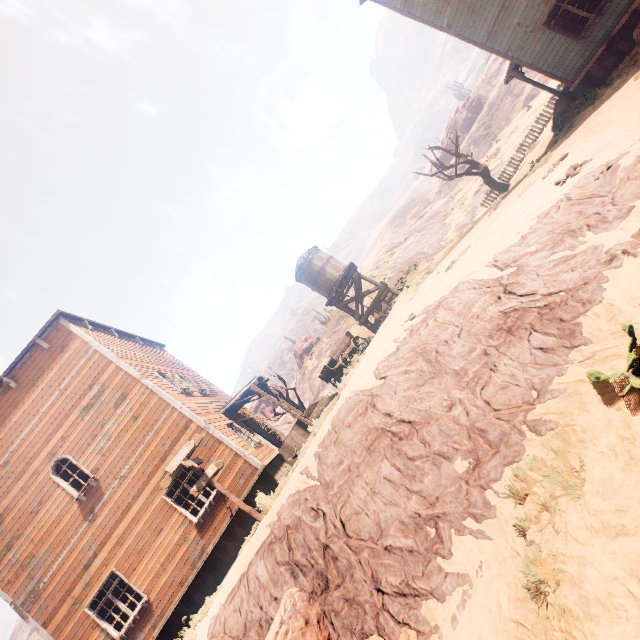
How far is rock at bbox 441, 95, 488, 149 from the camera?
55.4m

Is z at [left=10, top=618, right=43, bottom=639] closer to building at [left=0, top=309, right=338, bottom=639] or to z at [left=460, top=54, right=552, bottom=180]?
building at [left=0, top=309, right=338, bottom=639]

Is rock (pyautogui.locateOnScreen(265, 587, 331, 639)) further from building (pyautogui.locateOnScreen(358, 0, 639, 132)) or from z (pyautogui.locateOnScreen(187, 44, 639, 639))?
building (pyautogui.locateOnScreen(358, 0, 639, 132))

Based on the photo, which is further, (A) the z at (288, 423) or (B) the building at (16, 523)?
(A) the z at (288, 423)

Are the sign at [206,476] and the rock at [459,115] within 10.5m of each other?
no

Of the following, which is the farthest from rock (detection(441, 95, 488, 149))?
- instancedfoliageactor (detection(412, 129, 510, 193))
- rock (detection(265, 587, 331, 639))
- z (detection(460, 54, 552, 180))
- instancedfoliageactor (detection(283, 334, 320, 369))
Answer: rock (detection(265, 587, 331, 639))

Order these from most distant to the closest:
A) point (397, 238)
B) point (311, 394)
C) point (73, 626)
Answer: point (397, 238) → point (311, 394) → point (73, 626)

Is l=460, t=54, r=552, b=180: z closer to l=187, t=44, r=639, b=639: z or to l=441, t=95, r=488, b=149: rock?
l=441, t=95, r=488, b=149: rock
